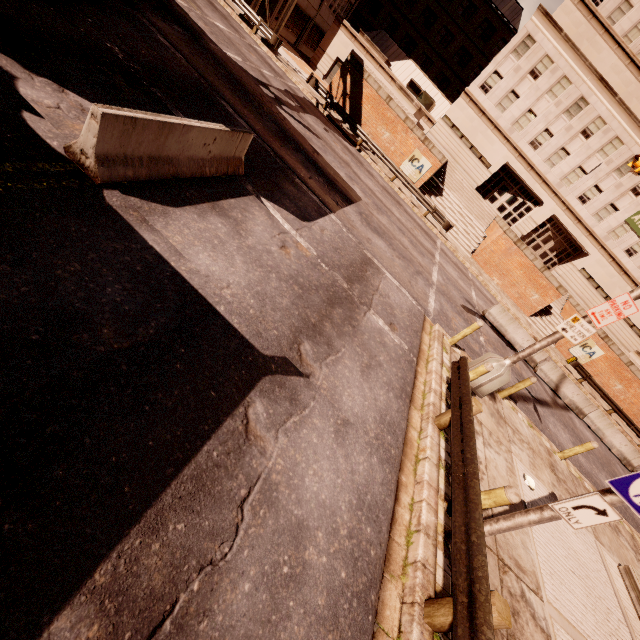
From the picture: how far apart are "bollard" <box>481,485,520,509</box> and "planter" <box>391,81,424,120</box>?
27.05m

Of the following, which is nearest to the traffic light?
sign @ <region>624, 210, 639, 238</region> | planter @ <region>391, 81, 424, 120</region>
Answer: sign @ <region>624, 210, 639, 238</region>

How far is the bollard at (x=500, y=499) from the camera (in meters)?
4.77

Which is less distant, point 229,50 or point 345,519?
point 345,519

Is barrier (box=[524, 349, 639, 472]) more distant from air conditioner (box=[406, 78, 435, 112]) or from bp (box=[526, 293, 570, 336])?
air conditioner (box=[406, 78, 435, 112])

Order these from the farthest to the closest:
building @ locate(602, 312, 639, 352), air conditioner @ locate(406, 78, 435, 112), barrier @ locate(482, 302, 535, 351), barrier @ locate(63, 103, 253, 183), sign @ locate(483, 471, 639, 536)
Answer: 1. building @ locate(602, 312, 639, 352)
2. air conditioner @ locate(406, 78, 435, 112)
3. barrier @ locate(482, 302, 535, 351)
4. barrier @ locate(63, 103, 253, 183)
5. sign @ locate(483, 471, 639, 536)

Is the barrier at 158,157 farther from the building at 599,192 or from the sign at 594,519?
the building at 599,192

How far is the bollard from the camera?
4.8m
